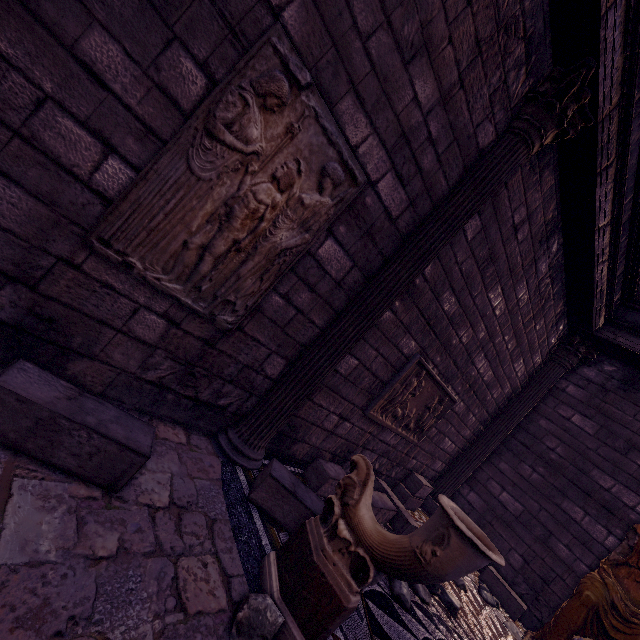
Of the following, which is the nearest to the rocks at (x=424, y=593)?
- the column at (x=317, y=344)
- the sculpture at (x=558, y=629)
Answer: the sculpture at (x=558, y=629)

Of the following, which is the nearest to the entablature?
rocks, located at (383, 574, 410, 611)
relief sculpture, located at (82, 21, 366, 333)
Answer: relief sculpture, located at (82, 21, 366, 333)

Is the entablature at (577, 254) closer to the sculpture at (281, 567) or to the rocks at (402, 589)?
the sculpture at (281, 567)

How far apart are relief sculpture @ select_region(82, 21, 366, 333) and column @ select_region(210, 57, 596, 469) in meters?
0.8 m

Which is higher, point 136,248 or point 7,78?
point 7,78

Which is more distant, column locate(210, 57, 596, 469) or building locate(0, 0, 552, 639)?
column locate(210, 57, 596, 469)

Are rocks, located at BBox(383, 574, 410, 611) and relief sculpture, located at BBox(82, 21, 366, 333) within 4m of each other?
yes

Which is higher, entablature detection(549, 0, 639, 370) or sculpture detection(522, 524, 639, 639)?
entablature detection(549, 0, 639, 370)
